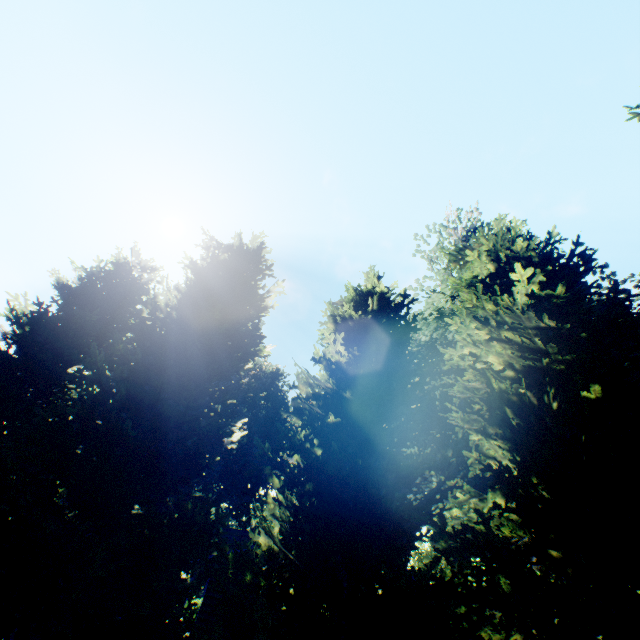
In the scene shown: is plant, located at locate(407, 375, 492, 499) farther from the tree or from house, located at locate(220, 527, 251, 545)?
house, located at locate(220, 527, 251, 545)

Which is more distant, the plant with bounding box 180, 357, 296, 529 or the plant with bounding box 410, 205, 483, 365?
the plant with bounding box 180, 357, 296, 529

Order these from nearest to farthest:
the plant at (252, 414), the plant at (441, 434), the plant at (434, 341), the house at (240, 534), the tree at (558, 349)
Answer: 1. the tree at (558, 349)
2. the plant at (441, 434)
3. the house at (240, 534)
4. the plant at (434, 341)
5. the plant at (252, 414)

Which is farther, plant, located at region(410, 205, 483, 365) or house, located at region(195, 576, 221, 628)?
plant, located at region(410, 205, 483, 365)

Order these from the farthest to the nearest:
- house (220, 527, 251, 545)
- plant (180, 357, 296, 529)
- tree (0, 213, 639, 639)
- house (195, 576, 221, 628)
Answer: plant (180, 357, 296, 529)
house (220, 527, 251, 545)
house (195, 576, 221, 628)
tree (0, 213, 639, 639)

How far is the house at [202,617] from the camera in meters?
12.6

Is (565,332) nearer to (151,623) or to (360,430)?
(360,430)
